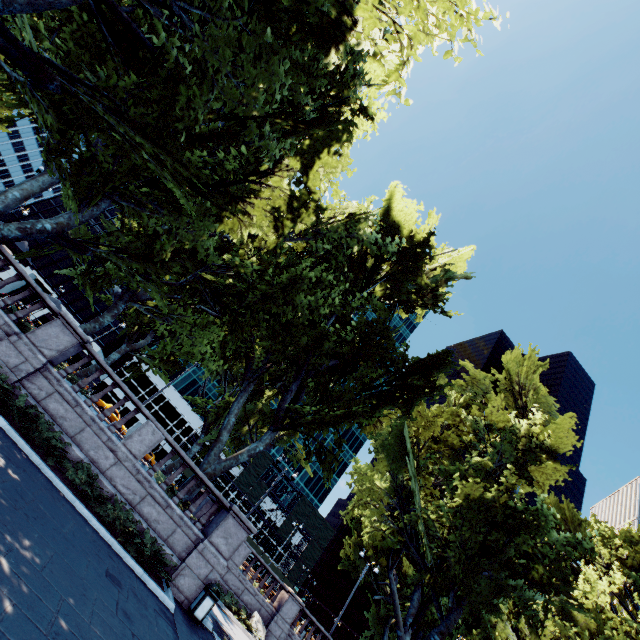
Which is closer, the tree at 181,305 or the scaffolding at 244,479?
the tree at 181,305

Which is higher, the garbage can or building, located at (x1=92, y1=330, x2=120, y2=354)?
building, located at (x1=92, y1=330, x2=120, y2=354)

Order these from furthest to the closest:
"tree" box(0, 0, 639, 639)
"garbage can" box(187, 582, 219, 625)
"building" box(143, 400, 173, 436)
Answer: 1. "building" box(143, 400, 173, 436)
2. "garbage can" box(187, 582, 219, 625)
3. "tree" box(0, 0, 639, 639)

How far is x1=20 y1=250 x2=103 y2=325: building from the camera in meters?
57.1 m

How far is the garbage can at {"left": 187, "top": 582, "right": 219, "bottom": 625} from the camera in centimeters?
1077cm

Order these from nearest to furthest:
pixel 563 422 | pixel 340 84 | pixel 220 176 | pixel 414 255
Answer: pixel 220 176 → pixel 340 84 → pixel 563 422 → pixel 414 255

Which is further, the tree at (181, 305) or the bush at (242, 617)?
the bush at (242, 617)

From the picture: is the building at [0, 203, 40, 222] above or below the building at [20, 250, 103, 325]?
above
